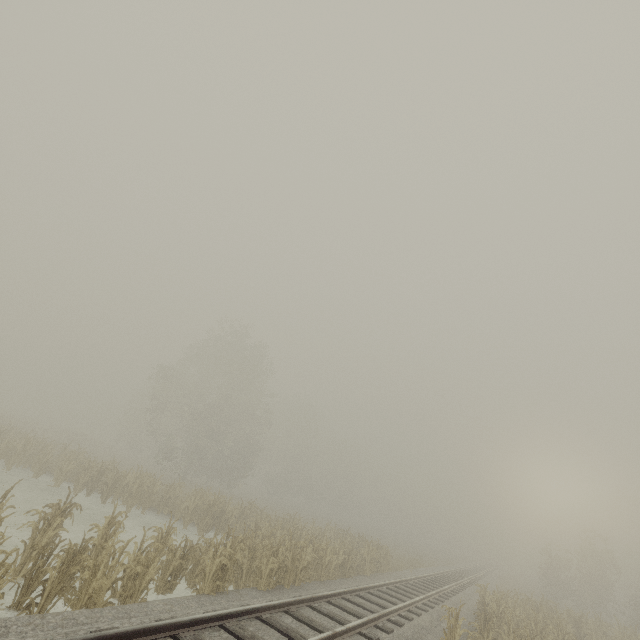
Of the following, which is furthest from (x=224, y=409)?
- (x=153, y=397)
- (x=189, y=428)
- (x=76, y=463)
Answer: (x=76, y=463)
